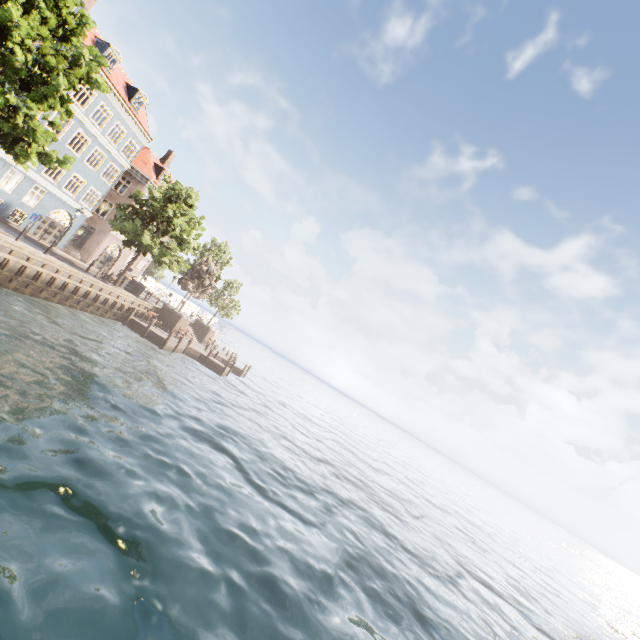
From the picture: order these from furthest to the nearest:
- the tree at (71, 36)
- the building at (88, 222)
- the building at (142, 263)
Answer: the building at (142, 263) < the building at (88, 222) < the tree at (71, 36)

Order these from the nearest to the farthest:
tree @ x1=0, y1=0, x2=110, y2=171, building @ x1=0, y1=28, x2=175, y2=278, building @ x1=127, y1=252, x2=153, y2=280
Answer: tree @ x1=0, y1=0, x2=110, y2=171
building @ x1=0, y1=28, x2=175, y2=278
building @ x1=127, y1=252, x2=153, y2=280

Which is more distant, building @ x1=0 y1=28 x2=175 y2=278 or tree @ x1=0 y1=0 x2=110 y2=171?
building @ x1=0 y1=28 x2=175 y2=278

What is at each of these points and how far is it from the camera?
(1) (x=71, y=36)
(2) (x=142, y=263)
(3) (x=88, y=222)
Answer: (1) tree, 14.7m
(2) building, 39.4m
(3) building, 31.6m

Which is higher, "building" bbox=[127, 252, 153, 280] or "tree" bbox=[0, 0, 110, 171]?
"tree" bbox=[0, 0, 110, 171]

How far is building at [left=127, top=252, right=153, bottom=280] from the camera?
38.3 meters

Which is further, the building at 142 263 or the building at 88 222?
the building at 142 263
